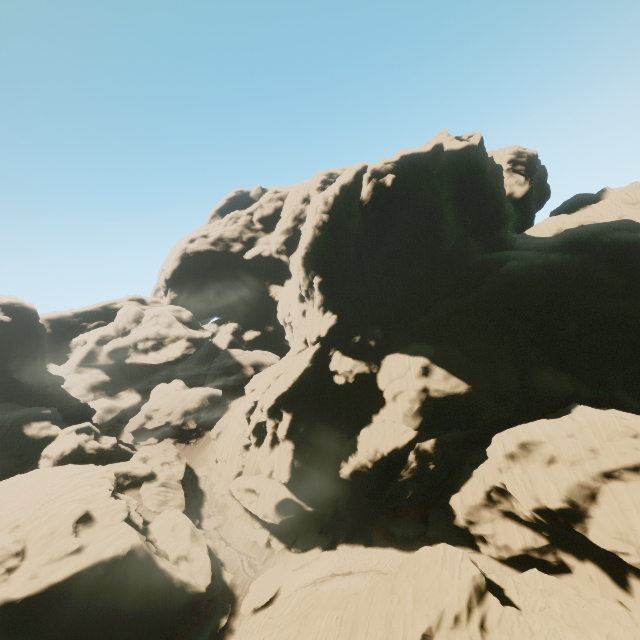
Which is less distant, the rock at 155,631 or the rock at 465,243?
the rock at 465,243

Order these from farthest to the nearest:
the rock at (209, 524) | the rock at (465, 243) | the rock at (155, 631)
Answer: the rock at (209, 524) → the rock at (155, 631) → the rock at (465, 243)

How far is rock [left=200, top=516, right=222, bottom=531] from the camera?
41.9m

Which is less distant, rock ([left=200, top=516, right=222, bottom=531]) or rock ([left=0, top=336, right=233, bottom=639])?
rock ([left=0, top=336, right=233, bottom=639])

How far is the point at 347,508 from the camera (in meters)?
37.34

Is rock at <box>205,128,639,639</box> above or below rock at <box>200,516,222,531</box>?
above
